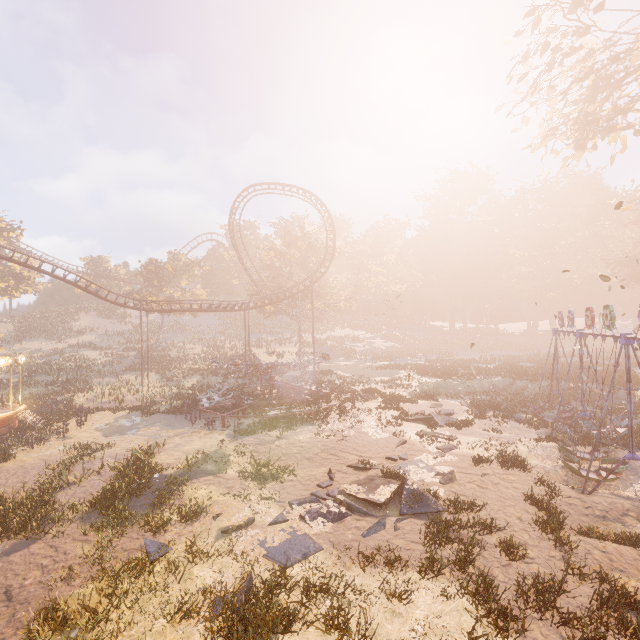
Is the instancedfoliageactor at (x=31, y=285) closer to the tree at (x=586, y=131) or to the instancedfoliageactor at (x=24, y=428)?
the instancedfoliageactor at (x=24, y=428)

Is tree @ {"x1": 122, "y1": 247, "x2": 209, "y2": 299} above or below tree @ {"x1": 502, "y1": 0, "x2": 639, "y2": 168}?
below

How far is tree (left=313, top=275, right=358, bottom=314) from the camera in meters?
45.8

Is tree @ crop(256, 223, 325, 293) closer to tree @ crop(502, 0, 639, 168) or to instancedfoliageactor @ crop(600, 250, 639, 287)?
instancedfoliageactor @ crop(600, 250, 639, 287)

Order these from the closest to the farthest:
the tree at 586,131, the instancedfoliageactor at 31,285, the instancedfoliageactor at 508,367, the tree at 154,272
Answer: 1. the tree at 586,131
2. the instancedfoliageactor at 508,367
3. the instancedfoliageactor at 31,285
4. the tree at 154,272

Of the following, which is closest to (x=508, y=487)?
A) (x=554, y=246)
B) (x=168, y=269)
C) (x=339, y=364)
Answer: (x=339, y=364)

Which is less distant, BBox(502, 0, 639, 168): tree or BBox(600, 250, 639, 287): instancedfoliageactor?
BBox(502, 0, 639, 168): tree

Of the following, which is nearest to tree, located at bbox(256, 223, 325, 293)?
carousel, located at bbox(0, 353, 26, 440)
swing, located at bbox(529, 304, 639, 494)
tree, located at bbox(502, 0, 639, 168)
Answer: carousel, located at bbox(0, 353, 26, 440)
